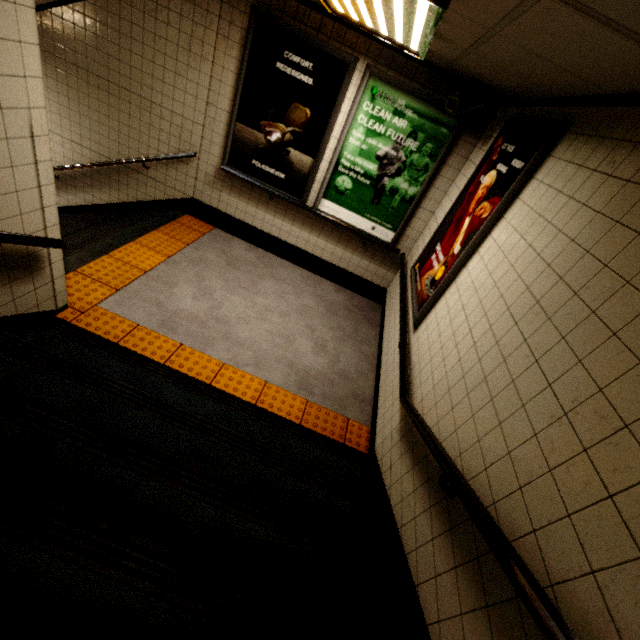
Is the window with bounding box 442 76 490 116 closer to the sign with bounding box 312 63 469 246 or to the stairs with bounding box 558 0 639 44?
the sign with bounding box 312 63 469 246

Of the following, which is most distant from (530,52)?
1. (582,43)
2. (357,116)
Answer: (357,116)

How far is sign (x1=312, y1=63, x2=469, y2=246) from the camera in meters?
3.7

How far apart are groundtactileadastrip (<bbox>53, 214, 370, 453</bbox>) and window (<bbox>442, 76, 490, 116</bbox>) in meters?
3.3 m

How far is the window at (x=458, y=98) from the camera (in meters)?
3.18

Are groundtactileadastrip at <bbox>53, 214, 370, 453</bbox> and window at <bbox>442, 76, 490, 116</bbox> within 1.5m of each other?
no

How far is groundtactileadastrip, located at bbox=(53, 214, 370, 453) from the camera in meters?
3.0 m

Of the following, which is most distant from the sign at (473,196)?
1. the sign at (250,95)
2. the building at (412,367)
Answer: the sign at (250,95)
